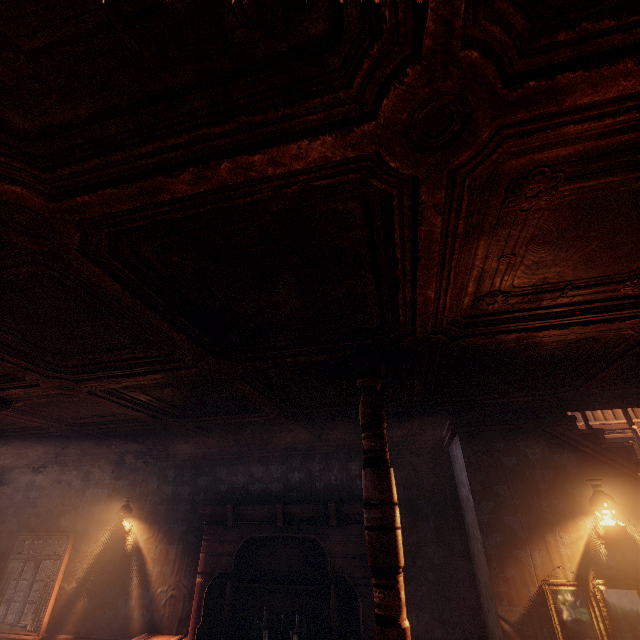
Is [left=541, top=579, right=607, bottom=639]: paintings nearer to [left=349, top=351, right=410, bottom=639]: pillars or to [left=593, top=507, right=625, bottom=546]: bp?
[left=593, top=507, right=625, bottom=546]: bp

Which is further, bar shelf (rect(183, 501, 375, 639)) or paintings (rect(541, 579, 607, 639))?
bar shelf (rect(183, 501, 375, 639))

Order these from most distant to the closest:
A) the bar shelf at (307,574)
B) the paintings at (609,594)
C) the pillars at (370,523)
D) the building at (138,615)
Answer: the bar shelf at (307,574) < the paintings at (609,594) < the pillars at (370,523) < the building at (138,615)

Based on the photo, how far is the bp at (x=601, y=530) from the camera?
3.7 meters

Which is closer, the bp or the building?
the building

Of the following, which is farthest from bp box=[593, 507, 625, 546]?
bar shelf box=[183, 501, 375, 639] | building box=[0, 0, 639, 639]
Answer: bar shelf box=[183, 501, 375, 639]

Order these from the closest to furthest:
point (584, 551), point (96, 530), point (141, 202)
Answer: point (141, 202), point (584, 551), point (96, 530)

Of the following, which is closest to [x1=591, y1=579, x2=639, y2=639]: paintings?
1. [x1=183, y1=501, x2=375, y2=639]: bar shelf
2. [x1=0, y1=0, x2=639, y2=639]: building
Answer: [x1=0, y1=0, x2=639, y2=639]: building
